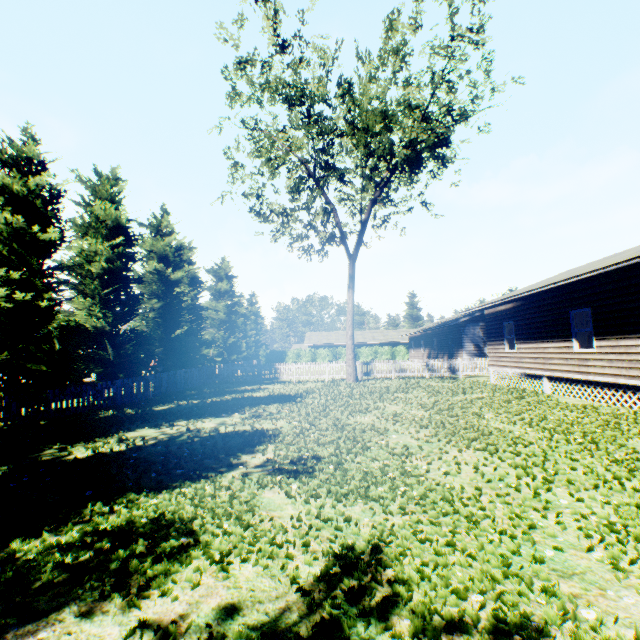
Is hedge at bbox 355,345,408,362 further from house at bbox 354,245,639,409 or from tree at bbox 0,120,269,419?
house at bbox 354,245,639,409

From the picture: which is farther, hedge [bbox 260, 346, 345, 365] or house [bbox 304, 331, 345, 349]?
house [bbox 304, 331, 345, 349]

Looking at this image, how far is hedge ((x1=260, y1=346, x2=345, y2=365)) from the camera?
49.4m

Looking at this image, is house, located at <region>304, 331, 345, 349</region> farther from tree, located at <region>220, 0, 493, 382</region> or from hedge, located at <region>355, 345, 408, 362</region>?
tree, located at <region>220, 0, 493, 382</region>

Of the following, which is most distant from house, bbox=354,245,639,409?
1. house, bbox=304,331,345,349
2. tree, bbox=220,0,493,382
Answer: house, bbox=304,331,345,349

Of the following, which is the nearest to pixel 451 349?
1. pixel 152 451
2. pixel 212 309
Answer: pixel 212 309

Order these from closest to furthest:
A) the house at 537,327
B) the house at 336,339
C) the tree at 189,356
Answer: the house at 537,327 < the tree at 189,356 < the house at 336,339

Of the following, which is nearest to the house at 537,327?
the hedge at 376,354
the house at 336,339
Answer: the hedge at 376,354
